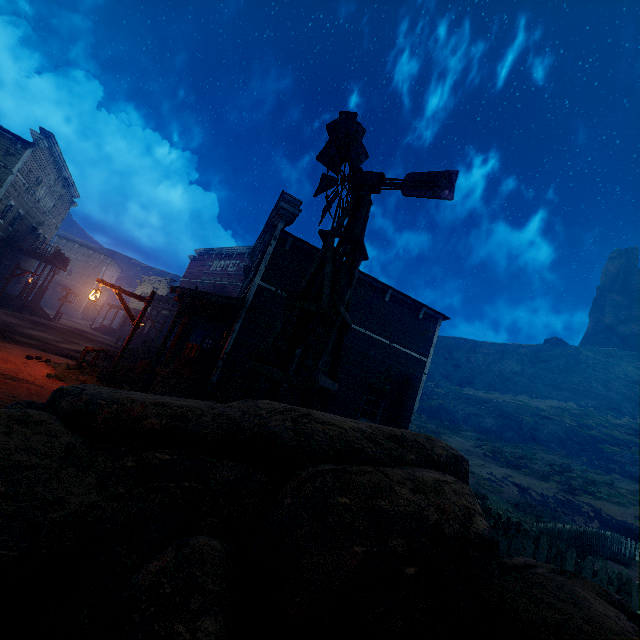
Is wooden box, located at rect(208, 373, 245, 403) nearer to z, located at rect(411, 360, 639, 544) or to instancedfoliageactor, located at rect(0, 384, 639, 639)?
z, located at rect(411, 360, 639, 544)

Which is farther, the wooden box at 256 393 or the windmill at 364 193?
the wooden box at 256 393

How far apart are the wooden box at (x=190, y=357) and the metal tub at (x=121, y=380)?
1.1m

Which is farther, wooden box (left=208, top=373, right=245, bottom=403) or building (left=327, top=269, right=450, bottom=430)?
building (left=327, top=269, right=450, bottom=430)

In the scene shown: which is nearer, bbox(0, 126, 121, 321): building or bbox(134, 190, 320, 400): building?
bbox(134, 190, 320, 400): building

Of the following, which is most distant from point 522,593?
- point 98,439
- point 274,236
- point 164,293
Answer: point 164,293

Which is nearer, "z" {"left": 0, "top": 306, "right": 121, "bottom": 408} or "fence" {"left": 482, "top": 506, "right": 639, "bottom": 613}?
"fence" {"left": 482, "top": 506, "right": 639, "bottom": 613}

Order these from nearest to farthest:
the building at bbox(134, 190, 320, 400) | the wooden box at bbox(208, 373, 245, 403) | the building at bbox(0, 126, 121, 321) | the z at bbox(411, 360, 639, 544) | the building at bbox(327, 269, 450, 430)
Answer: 1. the wooden box at bbox(208, 373, 245, 403)
2. the building at bbox(134, 190, 320, 400)
3. the building at bbox(327, 269, 450, 430)
4. the z at bbox(411, 360, 639, 544)
5. the building at bbox(0, 126, 121, 321)
